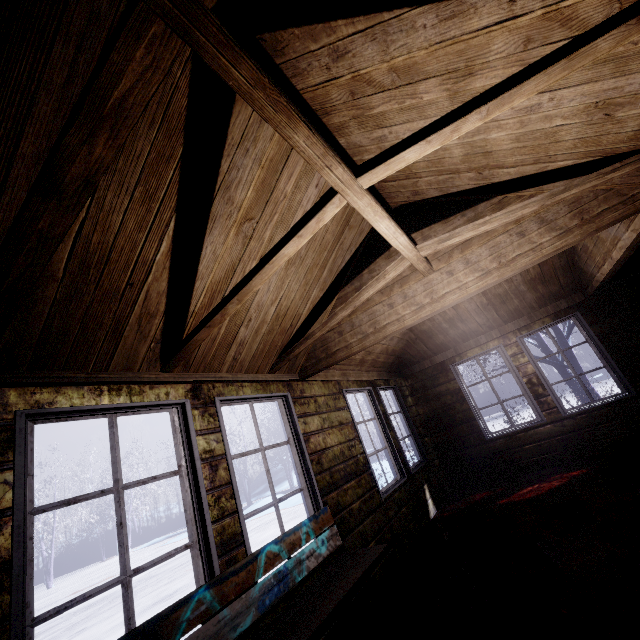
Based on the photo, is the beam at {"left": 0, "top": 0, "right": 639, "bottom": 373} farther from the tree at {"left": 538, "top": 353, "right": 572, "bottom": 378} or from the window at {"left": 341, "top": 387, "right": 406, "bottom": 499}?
the tree at {"left": 538, "top": 353, "right": 572, "bottom": 378}

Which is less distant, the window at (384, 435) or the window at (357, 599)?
the window at (357, 599)

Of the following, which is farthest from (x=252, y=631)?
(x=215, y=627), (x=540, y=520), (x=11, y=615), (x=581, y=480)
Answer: (x=581, y=480)

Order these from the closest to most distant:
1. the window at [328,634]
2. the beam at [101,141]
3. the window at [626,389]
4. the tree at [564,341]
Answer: the beam at [101,141], the window at [328,634], the window at [626,389], the tree at [564,341]

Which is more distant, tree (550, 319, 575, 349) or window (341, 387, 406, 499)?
tree (550, 319, 575, 349)

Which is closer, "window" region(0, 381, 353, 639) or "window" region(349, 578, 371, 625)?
"window" region(0, 381, 353, 639)

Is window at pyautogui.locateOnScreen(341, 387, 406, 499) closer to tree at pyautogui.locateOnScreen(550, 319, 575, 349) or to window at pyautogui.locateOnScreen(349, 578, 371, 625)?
window at pyautogui.locateOnScreen(349, 578, 371, 625)
